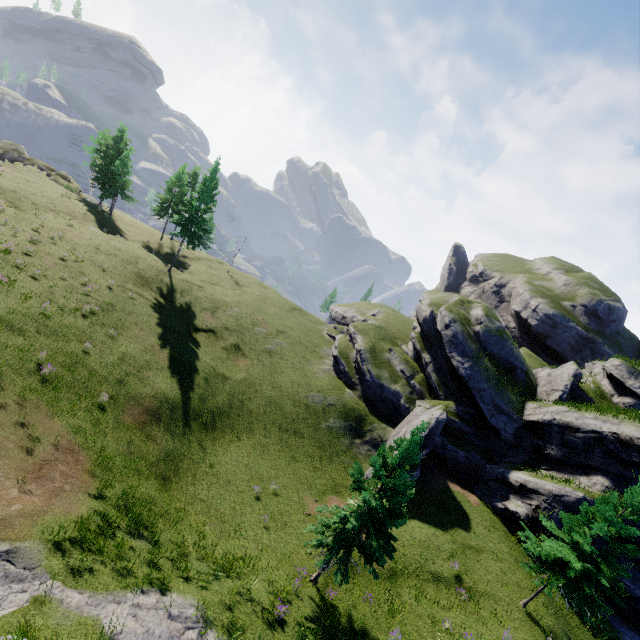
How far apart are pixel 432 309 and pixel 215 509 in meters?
30.8

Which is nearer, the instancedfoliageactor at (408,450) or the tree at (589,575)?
the instancedfoliageactor at (408,450)

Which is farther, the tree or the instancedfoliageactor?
the tree

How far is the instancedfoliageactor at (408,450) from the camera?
14.3m

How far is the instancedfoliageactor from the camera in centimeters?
1434cm
